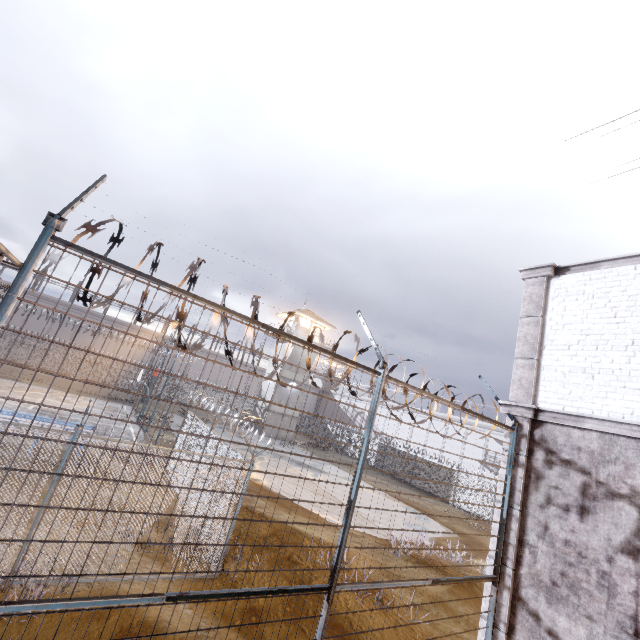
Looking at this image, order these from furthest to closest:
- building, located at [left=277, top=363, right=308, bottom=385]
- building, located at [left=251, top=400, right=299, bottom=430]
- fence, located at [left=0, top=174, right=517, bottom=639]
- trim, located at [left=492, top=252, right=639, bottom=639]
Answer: building, located at [left=277, top=363, right=308, bottom=385] → building, located at [left=251, top=400, right=299, bottom=430] → trim, located at [left=492, top=252, right=639, bottom=639] → fence, located at [left=0, top=174, right=517, bottom=639]

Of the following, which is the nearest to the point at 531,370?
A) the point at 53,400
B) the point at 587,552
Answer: the point at 587,552

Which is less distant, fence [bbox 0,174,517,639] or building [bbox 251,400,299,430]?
fence [bbox 0,174,517,639]

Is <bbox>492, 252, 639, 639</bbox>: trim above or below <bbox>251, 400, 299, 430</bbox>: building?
above

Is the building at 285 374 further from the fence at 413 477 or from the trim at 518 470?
the trim at 518 470

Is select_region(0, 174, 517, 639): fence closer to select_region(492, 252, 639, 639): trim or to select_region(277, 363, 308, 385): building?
select_region(492, 252, 639, 639): trim
